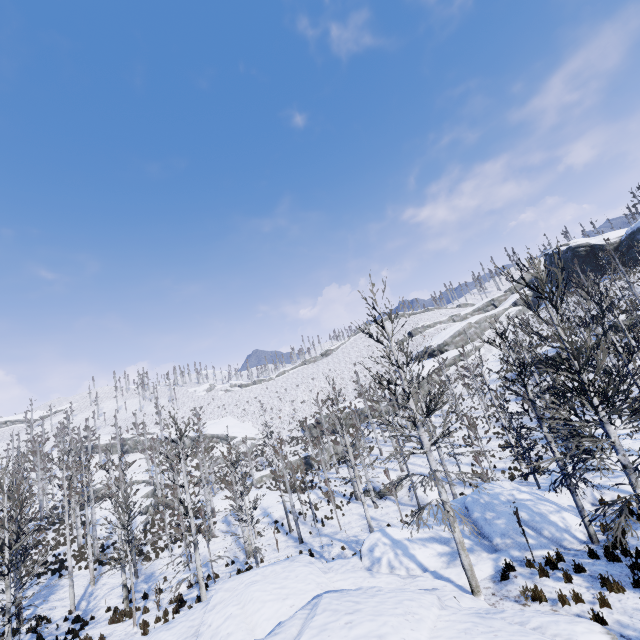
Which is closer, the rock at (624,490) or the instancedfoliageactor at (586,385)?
the instancedfoliageactor at (586,385)

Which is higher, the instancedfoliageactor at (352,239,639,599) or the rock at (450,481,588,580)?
the instancedfoliageactor at (352,239,639,599)

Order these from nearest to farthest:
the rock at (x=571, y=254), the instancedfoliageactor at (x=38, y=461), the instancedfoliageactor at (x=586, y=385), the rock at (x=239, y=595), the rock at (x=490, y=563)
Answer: the rock at (x=239, y=595)
the instancedfoliageactor at (x=586, y=385)
the rock at (x=490, y=563)
the instancedfoliageactor at (x=38, y=461)
the rock at (x=571, y=254)

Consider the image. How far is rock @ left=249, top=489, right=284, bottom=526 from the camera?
29.1 meters

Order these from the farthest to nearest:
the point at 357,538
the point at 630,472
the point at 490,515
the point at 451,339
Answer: the point at 451,339 → the point at 357,538 → the point at 490,515 → the point at 630,472

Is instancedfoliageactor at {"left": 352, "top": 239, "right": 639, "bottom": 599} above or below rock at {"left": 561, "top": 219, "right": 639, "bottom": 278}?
below

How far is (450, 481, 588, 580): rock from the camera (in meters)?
10.90
